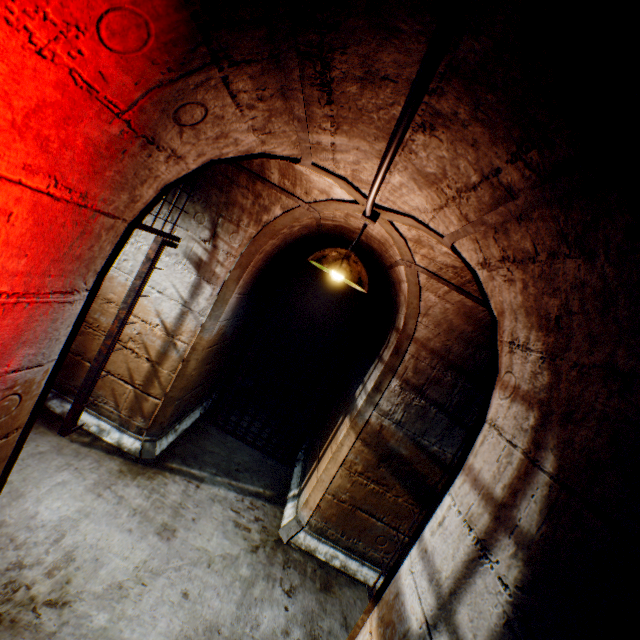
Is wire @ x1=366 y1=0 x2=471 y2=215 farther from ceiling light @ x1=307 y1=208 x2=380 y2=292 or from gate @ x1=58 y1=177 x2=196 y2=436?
gate @ x1=58 y1=177 x2=196 y2=436

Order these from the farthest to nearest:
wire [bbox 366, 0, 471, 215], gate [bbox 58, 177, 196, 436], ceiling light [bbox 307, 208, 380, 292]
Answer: gate [bbox 58, 177, 196, 436], ceiling light [bbox 307, 208, 380, 292], wire [bbox 366, 0, 471, 215]

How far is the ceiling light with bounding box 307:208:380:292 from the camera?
2.0m

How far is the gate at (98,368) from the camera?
2.8m

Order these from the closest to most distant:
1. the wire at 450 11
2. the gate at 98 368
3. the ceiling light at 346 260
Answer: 1. the wire at 450 11
2. the ceiling light at 346 260
3. the gate at 98 368

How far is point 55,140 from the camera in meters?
0.8 m

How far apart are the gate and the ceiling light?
1.3 meters

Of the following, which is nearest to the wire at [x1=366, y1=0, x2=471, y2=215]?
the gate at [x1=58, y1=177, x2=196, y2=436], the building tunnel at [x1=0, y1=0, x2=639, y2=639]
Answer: the building tunnel at [x1=0, y1=0, x2=639, y2=639]
